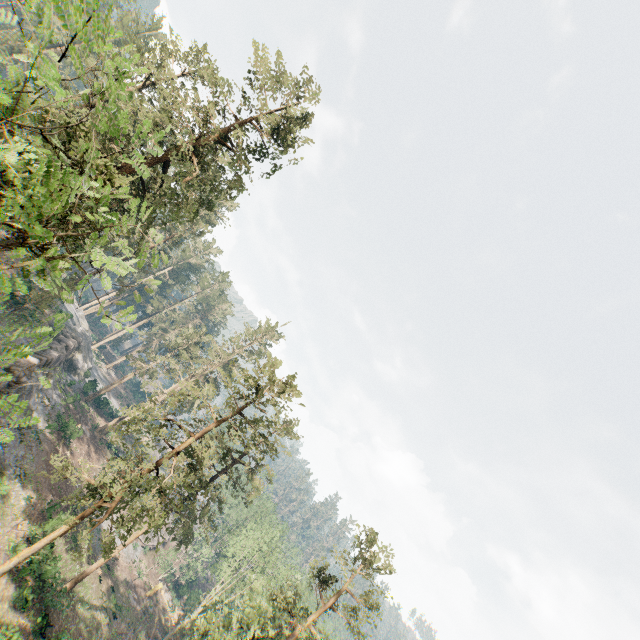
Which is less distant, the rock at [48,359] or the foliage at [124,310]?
the foliage at [124,310]

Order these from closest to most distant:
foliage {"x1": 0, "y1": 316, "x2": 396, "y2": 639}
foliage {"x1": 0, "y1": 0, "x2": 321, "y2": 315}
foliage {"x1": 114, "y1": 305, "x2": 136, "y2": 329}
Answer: foliage {"x1": 0, "y1": 0, "x2": 321, "y2": 315}, foliage {"x1": 114, "y1": 305, "x2": 136, "y2": 329}, foliage {"x1": 0, "y1": 316, "x2": 396, "y2": 639}

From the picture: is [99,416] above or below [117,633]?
above

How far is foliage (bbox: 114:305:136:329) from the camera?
8.73m

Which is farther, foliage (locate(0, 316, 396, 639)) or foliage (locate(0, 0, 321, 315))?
foliage (locate(0, 316, 396, 639))

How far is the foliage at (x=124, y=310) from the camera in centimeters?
873cm

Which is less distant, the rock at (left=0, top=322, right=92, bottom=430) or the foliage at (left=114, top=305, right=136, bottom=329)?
the foliage at (left=114, top=305, right=136, bottom=329)
